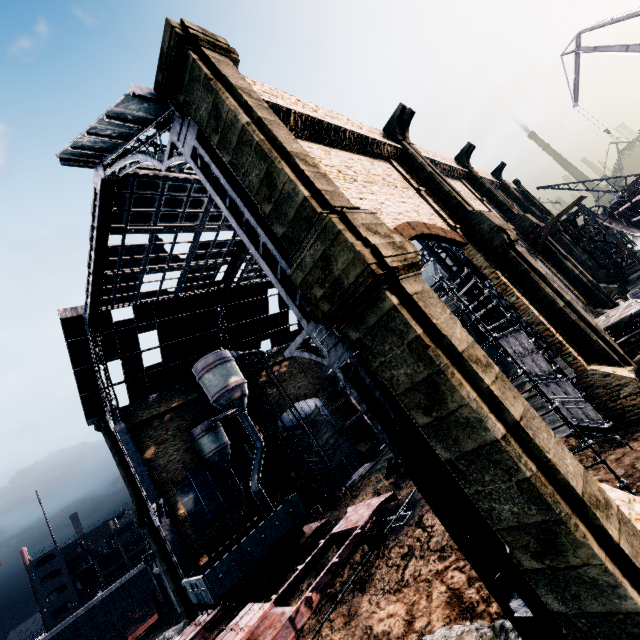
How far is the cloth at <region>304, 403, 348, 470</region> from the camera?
36.7m

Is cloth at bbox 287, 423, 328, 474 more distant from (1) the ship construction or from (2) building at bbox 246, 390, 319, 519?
(1) the ship construction

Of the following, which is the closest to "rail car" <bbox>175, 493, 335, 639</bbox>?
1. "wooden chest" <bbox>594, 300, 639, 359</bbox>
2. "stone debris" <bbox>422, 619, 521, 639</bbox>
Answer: "stone debris" <bbox>422, 619, 521, 639</bbox>

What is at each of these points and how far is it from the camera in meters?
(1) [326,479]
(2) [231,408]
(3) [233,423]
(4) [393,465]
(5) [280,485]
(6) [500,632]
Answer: (1) building, 36.3 m
(2) silo, 29.5 m
(3) building, 34.4 m
(4) propeller, 26.0 m
(5) building, 33.0 m
(6) stone debris, 8.6 m

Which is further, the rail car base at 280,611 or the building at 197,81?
the rail car base at 280,611

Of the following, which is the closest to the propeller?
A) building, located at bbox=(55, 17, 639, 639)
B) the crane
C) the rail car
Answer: the rail car

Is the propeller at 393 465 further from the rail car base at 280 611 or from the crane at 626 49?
the crane at 626 49

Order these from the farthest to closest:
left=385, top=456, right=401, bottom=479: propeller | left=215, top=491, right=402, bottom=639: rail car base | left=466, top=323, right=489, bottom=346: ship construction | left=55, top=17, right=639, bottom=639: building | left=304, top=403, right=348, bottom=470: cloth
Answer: left=304, top=403, right=348, bottom=470: cloth → left=466, top=323, right=489, bottom=346: ship construction → left=385, top=456, right=401, bottom=479: propeller → left=215, top=491, right=402, bottom=639: rail car base → left=55, top=17, right=639, bottom=639: building
